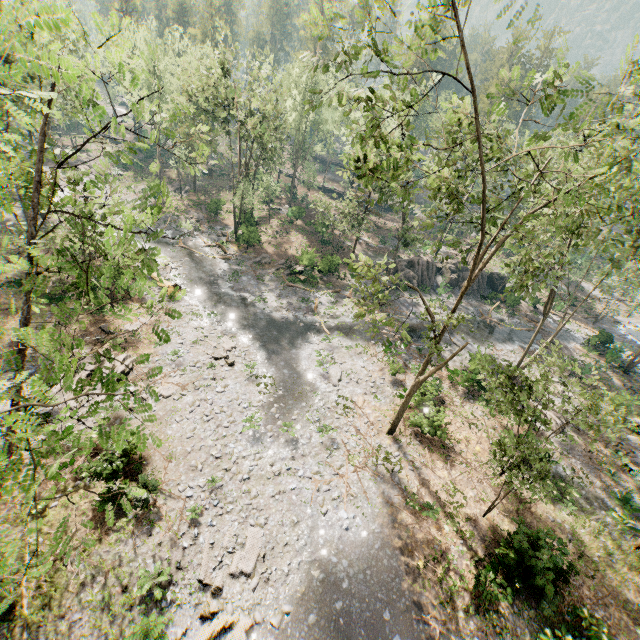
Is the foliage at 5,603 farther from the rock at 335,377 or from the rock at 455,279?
the rock at 335,377

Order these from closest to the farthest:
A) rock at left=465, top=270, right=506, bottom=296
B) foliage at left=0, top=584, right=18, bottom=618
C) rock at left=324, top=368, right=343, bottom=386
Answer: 1. foliage at left=0, top=584, right=18, bottom=618
2. rock at left=324, top=368, right=343, bottom=386
3. rock at left=465, top=270, right=506, bottom=296

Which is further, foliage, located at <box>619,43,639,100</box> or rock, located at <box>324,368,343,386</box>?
rock, located at <box>324,368,343,386</box>

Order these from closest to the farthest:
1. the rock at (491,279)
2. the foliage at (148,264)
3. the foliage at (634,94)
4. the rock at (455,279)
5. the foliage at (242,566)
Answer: the foliage at (148,264)
the foliage at (634,94)
the foliage at (242,566)
the rock at (455,279)
the rock at (491,279)

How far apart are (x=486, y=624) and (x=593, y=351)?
34.30m

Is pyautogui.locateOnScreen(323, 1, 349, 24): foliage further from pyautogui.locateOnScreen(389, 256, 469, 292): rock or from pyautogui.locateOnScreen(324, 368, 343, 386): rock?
pyautogui.locateOnScreen(324, 368, 343, 386): rock

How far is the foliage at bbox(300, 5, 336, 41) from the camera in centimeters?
867cm
